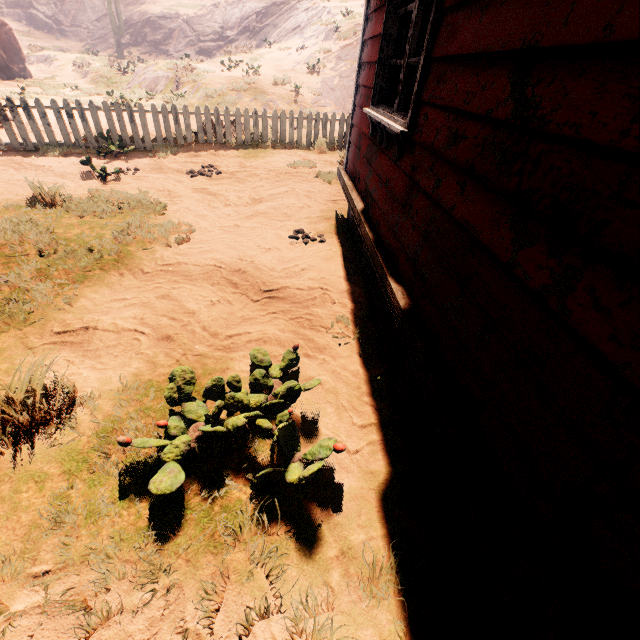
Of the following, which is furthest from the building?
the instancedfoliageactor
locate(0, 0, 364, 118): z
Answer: the instancedfoliageactor

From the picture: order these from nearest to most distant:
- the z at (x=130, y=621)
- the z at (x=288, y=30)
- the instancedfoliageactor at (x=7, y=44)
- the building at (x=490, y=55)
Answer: the building at (x=490, y=55)
the z at (x=130, y=621)
the z at (x=288, y=30)
the instancedfoliageactor at (x=7, y=44)

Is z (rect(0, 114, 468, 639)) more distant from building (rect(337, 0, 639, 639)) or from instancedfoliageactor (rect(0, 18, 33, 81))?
instancedfoliageactor (rect(0, 18, 33, 81))

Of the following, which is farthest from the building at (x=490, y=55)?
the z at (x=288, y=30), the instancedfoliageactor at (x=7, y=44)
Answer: the instancedfoliageactor at (x=7, y=44)

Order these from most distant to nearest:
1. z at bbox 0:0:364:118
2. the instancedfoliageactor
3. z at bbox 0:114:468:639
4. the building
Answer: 1. the instancedfoliageactor
2. z at bbox 0:0:364:118
3. z at bbox 0:114:468:639
4. the building

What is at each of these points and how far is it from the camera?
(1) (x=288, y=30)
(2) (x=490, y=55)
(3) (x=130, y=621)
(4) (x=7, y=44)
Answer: (1) z, 25.0 meters
(2) building, 1.4 meters
(3) z, 1.5 meters
(4) instancedfoliageactor, 17.9 meters

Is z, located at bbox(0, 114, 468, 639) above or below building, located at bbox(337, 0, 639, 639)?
below
